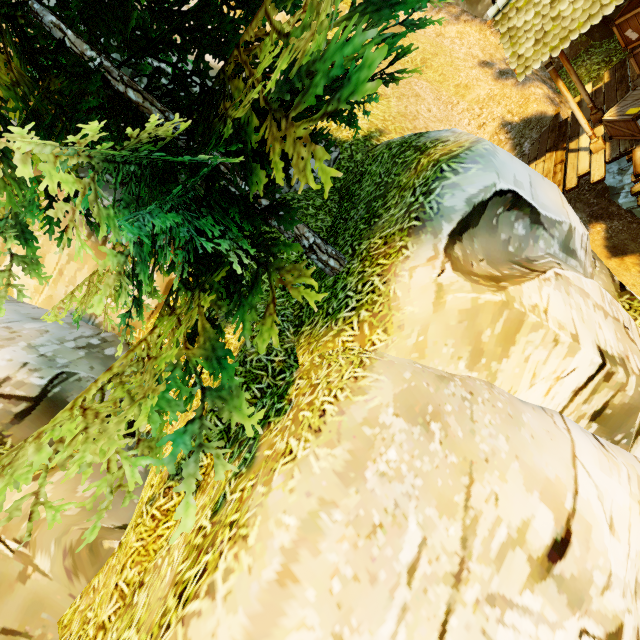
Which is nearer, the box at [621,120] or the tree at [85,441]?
the tree at [85,441]

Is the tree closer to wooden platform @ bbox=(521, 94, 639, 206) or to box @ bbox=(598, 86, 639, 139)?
wooden platform @ bbox=(521, 94, 639, 206)

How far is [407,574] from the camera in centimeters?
205cm

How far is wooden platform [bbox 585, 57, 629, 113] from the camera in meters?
9.6 m

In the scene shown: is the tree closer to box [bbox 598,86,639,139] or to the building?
the building

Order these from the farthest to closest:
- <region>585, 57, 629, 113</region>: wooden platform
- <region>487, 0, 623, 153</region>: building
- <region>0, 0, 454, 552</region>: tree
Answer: <region>585, 57, 629, 113</region>: wooden platform, <region>487, 0, 623, 153</region>: building, <region>0, 0, 454, 552</region>: tree

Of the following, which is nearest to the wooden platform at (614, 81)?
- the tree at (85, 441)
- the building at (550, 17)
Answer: the building at (550, 17)

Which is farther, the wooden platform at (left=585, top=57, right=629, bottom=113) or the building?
the wooden platform at (left=585, top=57, right=629, bottom=113)
